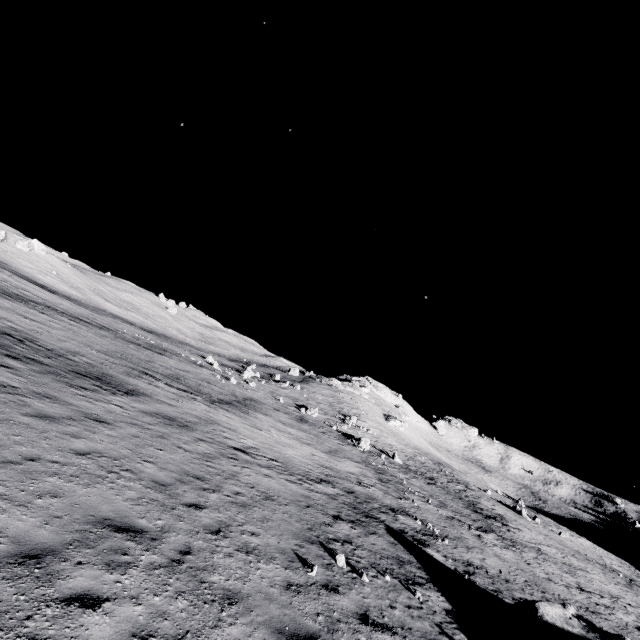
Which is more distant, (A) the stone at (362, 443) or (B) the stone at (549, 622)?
(A) the stone at (362, 443)

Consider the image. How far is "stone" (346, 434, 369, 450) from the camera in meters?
39.8

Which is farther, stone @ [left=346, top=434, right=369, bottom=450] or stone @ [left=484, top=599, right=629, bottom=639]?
stone @ [left=346, top=434, right=369, bottom=450]

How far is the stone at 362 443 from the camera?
39.8m

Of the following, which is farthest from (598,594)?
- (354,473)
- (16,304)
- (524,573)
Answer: (16,304)
